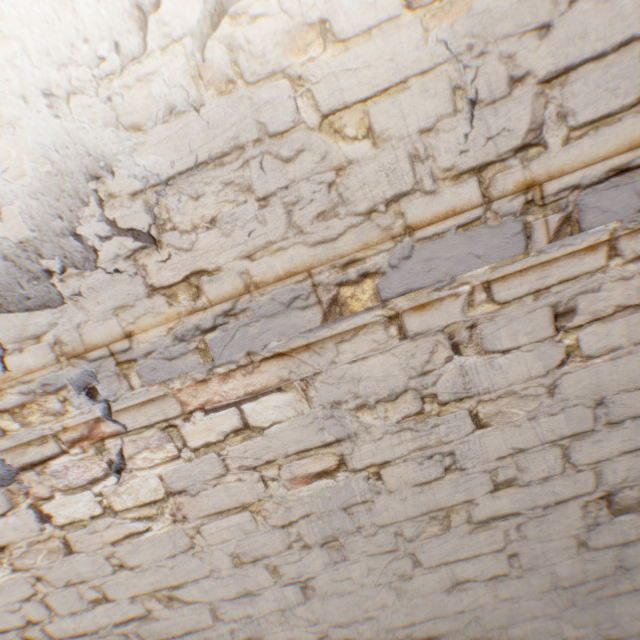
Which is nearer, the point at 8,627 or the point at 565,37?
the point at 565,37
